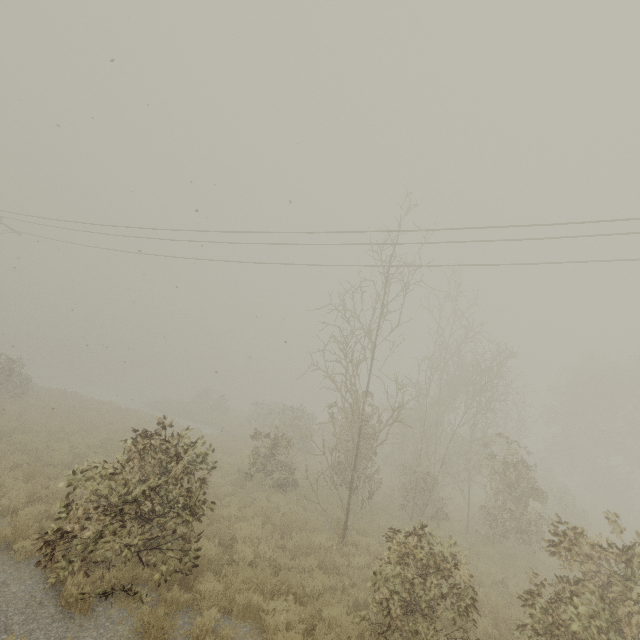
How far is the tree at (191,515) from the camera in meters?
6.0

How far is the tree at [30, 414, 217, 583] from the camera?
6.04m

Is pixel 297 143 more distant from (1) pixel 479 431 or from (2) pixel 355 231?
(1) pixel 479 431
